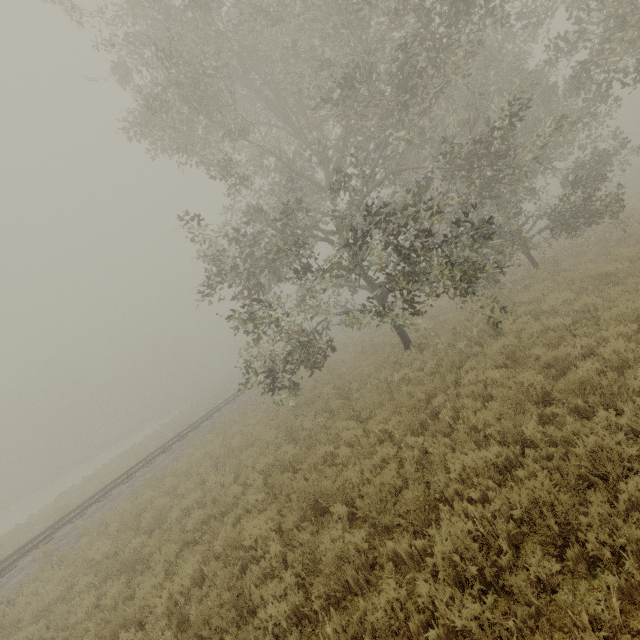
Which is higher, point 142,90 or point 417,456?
point 142,90
